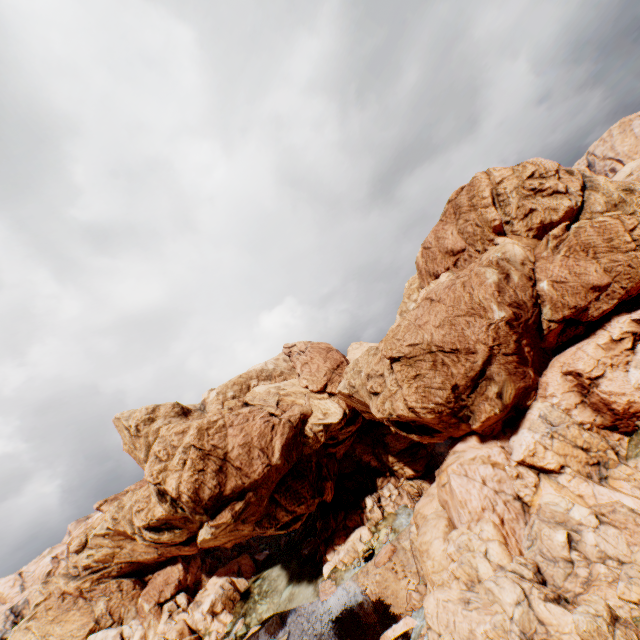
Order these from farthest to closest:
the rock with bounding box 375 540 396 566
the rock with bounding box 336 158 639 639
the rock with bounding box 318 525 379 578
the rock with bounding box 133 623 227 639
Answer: the rock with bounding box 133 623 227 639
the rock with bounding box 318 525 379 578
the rock with bounding box 375 540 396 566
the rock with bounding box 336 158 639 639

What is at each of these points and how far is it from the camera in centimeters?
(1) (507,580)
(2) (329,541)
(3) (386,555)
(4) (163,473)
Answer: (1) rock, 2241cm
(2) rock, 5919cm
(3) rock, 4991cm
(4) rock, 4716cm

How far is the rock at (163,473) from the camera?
46.7 meters

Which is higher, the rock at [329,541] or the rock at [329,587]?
the rock at [329,541]

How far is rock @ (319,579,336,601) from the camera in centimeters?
5062cm

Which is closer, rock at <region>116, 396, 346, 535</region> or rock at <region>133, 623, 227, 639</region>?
rock at <region>116, 396, 346, 535</region>
